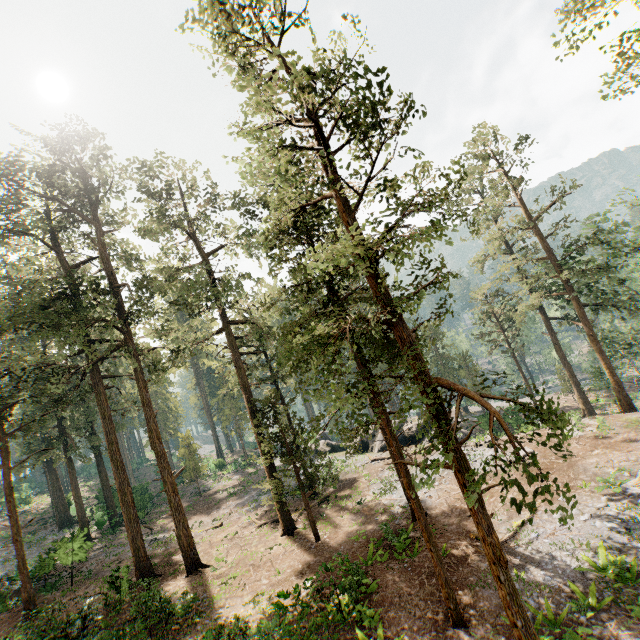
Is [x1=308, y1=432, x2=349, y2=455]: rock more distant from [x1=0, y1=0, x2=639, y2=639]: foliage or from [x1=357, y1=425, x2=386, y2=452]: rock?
[x1=0, y1=0, x2=639, y2=639]: foliage

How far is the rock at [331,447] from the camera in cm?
3903

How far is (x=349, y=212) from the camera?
10.1m

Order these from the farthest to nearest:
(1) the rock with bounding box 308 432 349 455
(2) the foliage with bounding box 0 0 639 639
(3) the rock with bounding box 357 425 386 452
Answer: (1) the rock with bounding box 308 432 349 455 → (3) the rock with bounding box 357 425 386 452 → (2) the foliage with bounding box 0 0 639 639

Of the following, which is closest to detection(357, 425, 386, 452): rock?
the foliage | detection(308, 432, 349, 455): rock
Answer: detection(308, 432, 349, 455): rock

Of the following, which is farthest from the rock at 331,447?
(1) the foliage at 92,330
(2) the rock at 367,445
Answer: (1) the foliage at 92,330
